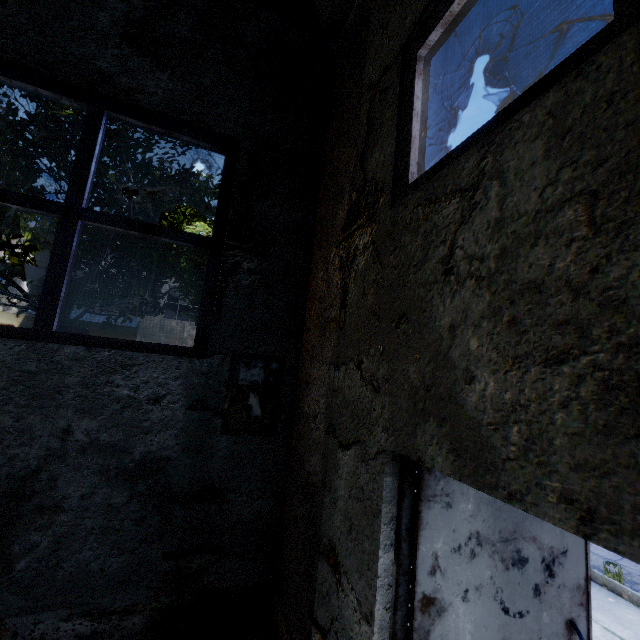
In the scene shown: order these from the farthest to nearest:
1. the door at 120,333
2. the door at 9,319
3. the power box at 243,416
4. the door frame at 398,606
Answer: the door at 120,333 → the door at 9,319 → the power box at 243,416 → the door frame at 398,606

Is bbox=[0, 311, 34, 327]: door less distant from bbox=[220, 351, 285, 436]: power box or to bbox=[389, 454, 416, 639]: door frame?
bbox=[220, 351, 285, 436]: power box

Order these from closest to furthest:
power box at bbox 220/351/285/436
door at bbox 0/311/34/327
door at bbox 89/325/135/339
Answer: power box at bbox 220/351/285/436
door at bbox 0/311/34/327
door at bbox 89/325/135/339

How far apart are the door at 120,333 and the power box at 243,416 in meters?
22.9 m

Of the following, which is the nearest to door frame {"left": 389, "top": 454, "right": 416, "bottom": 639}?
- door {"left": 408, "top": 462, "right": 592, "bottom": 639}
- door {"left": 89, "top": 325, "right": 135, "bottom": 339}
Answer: door {"left": 408, "top": 462, "right": 592, "bottom": 639}

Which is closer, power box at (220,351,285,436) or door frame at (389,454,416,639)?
door frame at (389,454,416,639)

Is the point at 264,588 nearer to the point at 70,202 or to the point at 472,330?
the point at 472,330

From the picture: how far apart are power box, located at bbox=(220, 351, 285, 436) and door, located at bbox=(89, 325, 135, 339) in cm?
2293
